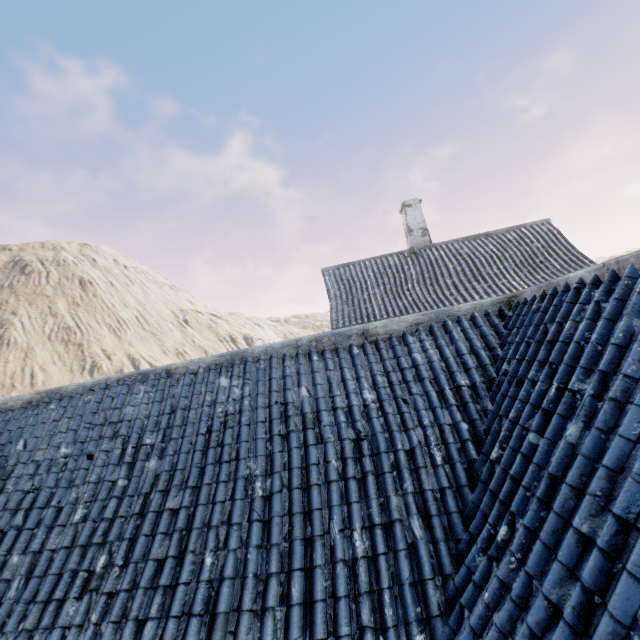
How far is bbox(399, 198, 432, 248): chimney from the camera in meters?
14.7

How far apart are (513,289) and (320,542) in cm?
1168

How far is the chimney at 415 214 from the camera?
14.7m
